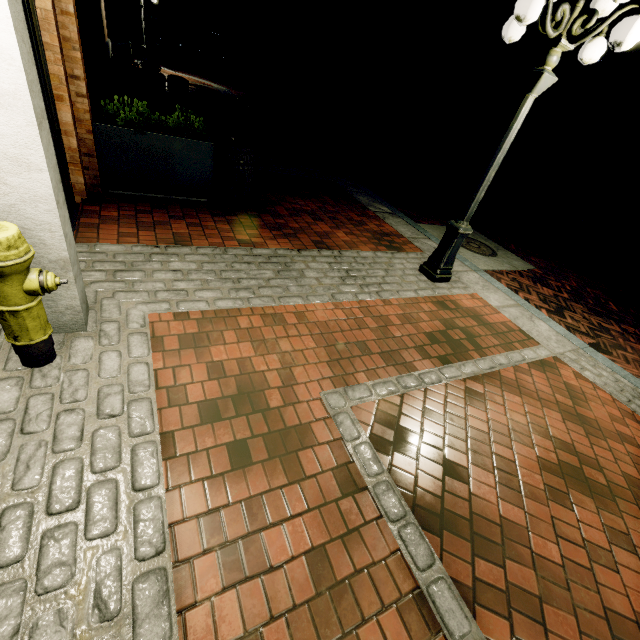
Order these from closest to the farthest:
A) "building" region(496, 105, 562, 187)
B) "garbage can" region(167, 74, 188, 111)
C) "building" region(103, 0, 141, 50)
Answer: "garbage can" region(167, 74, 188, 111) → "building" region(496, 105, 562, 187) → "building" region(103, 0, 141, 50)

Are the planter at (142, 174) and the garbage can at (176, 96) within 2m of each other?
no

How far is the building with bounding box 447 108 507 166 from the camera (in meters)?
20.48

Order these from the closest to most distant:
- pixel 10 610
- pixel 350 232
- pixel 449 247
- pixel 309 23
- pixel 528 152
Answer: pixel 10 610 < pixel 449 247 < pixel 350 232 < pixel 528 152 < pixel 309 23

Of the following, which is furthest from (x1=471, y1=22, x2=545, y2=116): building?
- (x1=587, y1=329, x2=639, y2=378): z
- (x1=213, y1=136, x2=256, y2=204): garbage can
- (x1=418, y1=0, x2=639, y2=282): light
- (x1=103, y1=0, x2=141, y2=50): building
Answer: (x1=418, y1=0, x2=639, y2=282): light

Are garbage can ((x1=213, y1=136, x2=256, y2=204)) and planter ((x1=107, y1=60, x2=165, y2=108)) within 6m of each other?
no

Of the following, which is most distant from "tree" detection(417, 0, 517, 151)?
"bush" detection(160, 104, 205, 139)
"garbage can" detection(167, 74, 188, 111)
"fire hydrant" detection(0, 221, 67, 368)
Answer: "garbage can" detection(167, 74, 188, 111)

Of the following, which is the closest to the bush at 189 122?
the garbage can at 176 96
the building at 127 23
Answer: the garbage can at 176 96
